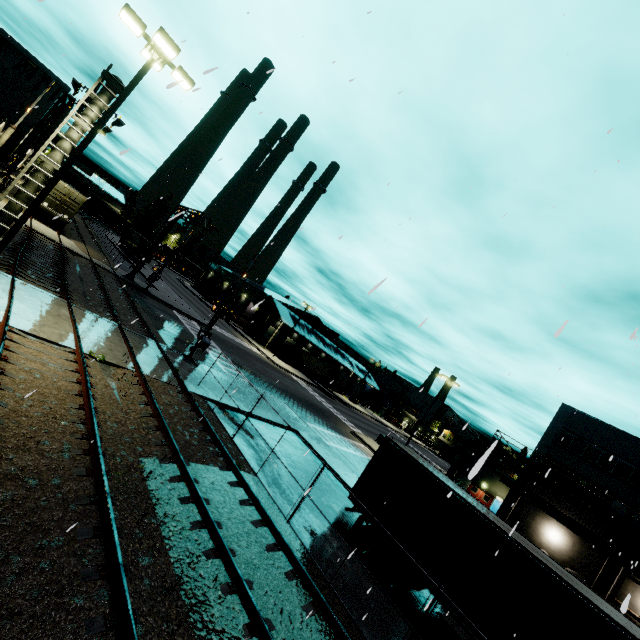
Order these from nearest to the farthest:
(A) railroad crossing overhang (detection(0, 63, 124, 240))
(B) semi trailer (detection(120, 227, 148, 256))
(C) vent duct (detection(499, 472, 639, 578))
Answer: (A) railroad crossing overhang (detection(0, 63, 124, 240)), (C) vent duct (detection(499, 472, 639, 578)), (B) semi trailer (detection(120, 227, 148, 256))

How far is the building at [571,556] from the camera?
26.6m

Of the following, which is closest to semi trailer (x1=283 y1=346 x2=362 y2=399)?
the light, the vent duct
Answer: the vent duct

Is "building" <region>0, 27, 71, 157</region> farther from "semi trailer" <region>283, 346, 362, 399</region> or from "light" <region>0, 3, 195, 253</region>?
"light" <region>0, 3, 195, 253</region>

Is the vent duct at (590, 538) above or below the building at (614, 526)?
below

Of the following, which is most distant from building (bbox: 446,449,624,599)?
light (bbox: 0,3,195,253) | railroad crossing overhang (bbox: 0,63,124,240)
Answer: railroad crossing overhang (bbox: 0,63,124,240)

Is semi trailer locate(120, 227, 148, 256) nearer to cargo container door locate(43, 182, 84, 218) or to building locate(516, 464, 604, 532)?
building locate(516, 464, 604, 532)

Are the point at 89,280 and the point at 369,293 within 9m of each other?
no
